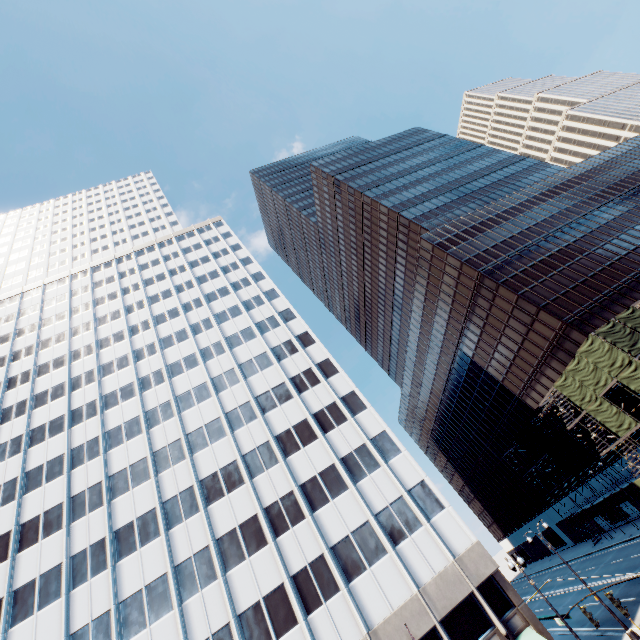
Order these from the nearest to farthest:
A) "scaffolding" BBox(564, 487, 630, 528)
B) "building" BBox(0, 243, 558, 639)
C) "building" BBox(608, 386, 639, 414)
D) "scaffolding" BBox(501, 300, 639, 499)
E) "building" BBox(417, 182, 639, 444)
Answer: "building" BBox(0, 243, 558, 639), "scaffolding" BBox(501, 300, 639, 499), "building" BBox(608, 386, 639, 414), "scaffolding" BBox(564, 487, 630, 528), "building" BBox(417, 182, 639, 444)

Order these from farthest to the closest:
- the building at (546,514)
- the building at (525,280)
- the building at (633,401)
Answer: the building at (546,514), the building at (525,280), the building at (633,401)

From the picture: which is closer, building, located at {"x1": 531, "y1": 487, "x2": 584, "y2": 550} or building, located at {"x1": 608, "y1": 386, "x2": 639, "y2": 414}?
building, located at {"x1": 608, "y1": 386, "x2": 639, "y2": 414}

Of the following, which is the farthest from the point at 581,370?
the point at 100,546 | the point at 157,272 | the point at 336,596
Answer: the point at 157,272

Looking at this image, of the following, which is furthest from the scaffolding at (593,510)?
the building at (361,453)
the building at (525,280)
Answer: the building at (361,453)

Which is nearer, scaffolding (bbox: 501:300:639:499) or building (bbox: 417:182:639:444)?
scaffolding (bbox: 501:300:639:499)

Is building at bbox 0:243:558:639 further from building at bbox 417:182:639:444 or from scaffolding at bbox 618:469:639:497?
building at bbox 417:182:639:444

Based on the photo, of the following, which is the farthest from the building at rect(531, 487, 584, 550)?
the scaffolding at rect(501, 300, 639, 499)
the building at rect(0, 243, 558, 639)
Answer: the building at rect(0, 243, 558, 639)
